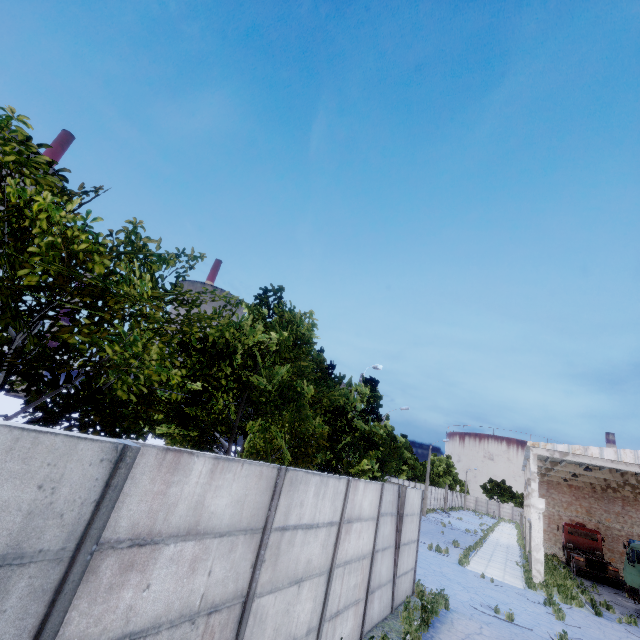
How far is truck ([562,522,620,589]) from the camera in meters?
25.3 m

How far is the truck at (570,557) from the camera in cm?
2531

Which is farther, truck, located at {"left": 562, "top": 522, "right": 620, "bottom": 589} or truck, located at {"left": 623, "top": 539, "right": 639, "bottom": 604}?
truck, located at {"left": 562, "top": 522, "right": 620, "bottom": 589}

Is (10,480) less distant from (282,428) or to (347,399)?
(282,428)

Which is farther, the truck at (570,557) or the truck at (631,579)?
the truck at (570,557)
